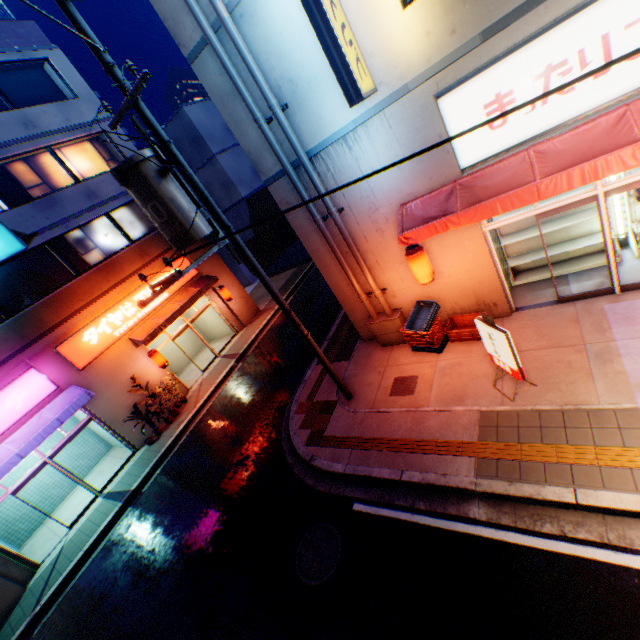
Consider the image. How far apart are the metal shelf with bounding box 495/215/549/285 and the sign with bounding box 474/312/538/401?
3.2 meters

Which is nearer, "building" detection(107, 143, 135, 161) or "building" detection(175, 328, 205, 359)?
"building" detection(107, 143, 135, 161)

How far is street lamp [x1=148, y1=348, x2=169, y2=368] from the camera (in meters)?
13.87

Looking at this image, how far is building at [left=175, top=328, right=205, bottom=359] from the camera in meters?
19.0

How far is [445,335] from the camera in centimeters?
862cm

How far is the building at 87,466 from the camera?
14.0 meters

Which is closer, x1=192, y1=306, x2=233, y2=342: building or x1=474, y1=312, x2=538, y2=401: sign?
x1=474, y1=312, x2=538, y2=401: sign

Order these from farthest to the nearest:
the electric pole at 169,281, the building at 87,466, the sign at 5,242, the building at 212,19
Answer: the building at 87,466
the sign at 5,242
the building at 212,19
the electric pole at 169,281
